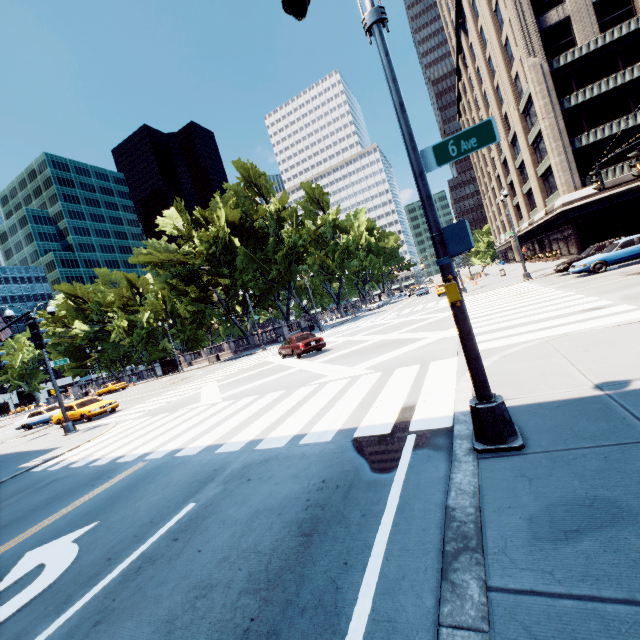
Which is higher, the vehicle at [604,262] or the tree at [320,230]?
the tree at [320,230]

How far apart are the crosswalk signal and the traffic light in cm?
993

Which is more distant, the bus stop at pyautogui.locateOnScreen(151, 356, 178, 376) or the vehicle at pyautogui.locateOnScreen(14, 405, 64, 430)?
the bus stop at pyautogui.locateOnScreen(151, 356, 178, 376)

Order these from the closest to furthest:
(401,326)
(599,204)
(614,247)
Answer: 1. (614,247)
2. (401,326)
3. (599,204)

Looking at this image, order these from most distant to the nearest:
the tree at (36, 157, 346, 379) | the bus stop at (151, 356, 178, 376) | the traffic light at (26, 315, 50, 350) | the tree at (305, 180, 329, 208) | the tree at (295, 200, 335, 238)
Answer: the tree at (295, 200, 335, 238) → the tree at (305, 180, 329, 208) → the bus stop at (151, 356, 178, 376) → the tree at (36, 157, 346, 379) → the traffic light at (26, 315, 50, 350)

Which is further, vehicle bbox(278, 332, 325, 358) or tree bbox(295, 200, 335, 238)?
tree bbox(295, 200, 335, 238)

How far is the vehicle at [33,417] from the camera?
22.11m

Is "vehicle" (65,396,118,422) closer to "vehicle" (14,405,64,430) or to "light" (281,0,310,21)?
"vehicle" (14,405,64,430)
